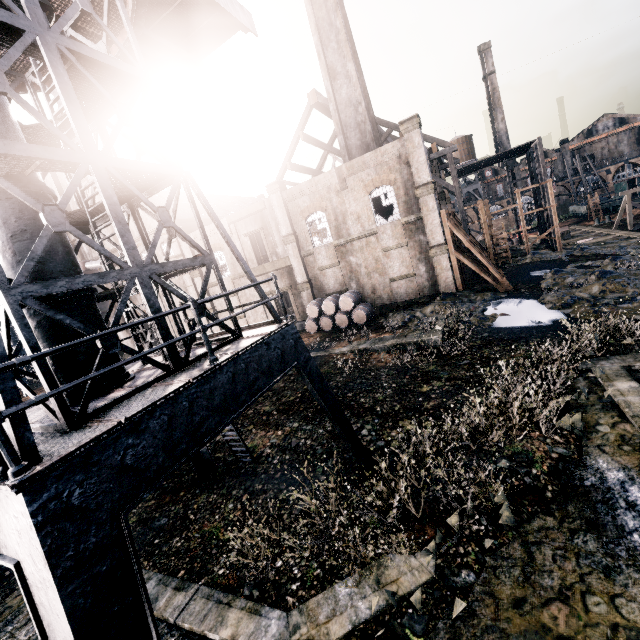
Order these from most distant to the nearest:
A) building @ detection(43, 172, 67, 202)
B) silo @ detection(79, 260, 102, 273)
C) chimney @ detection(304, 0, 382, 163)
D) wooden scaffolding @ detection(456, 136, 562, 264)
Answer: building @ detection(43, 172, 67, 202) < silo @ detection(79, 260, 102, 273) < wooden scaffolding @ detection(456, 136, 562, 264) < chimney @ detection(304, 0, 382, 163)

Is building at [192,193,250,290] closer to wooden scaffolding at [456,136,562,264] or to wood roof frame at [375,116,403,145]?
wood roof frame at [375,116,403,145]

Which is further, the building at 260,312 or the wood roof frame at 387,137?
the building at 260,312

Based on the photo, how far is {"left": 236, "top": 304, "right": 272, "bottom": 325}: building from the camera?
33.1 meters

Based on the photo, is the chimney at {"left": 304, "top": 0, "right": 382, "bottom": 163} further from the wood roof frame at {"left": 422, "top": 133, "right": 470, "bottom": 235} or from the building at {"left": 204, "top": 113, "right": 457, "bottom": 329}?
the building at {"left": 204, "top": 113, "right": 457, "bottom": 329}

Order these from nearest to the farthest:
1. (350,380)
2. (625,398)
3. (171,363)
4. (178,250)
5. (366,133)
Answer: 1. (171,363)
2. (625,398)
3. (350,380)
4. (366,133)
5. (178,250)

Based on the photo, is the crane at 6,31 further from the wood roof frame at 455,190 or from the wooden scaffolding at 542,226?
the wooden scaffolding at 542,226

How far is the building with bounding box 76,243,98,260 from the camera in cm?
4119
